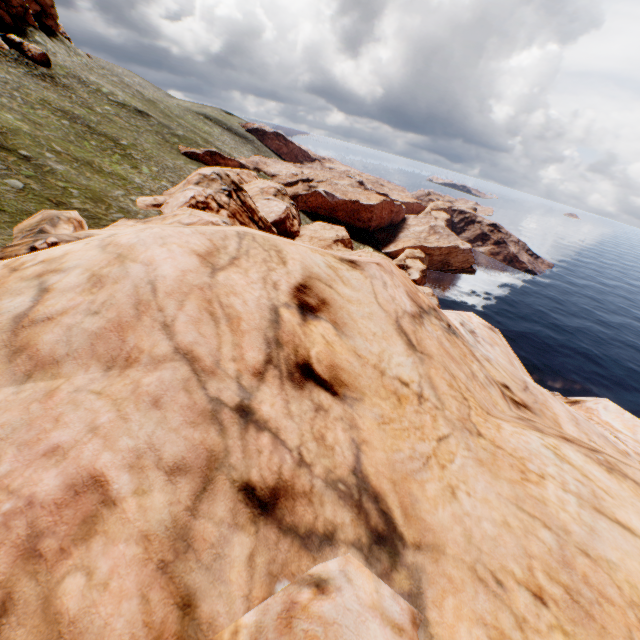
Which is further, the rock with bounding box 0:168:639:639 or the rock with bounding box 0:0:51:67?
the rock with bounding box 0:0:51:67

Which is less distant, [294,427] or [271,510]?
[271,510]

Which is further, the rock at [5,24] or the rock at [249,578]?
the rock at [5,24]
